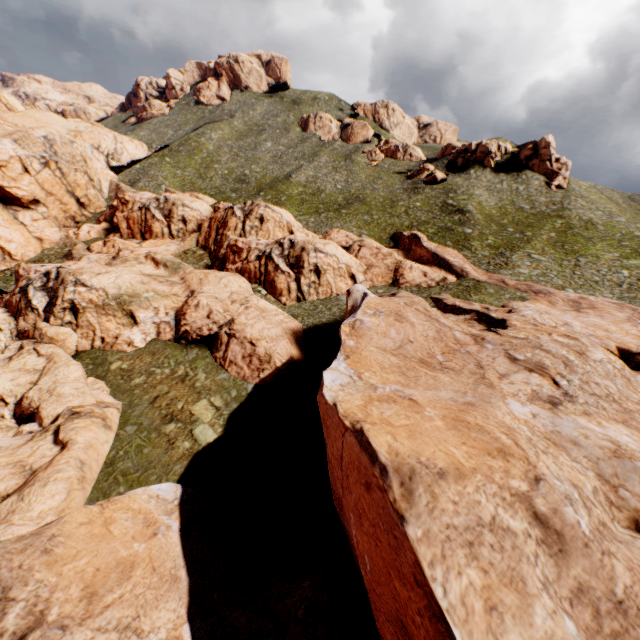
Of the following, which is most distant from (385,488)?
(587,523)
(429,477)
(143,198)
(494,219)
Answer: (143,198)
